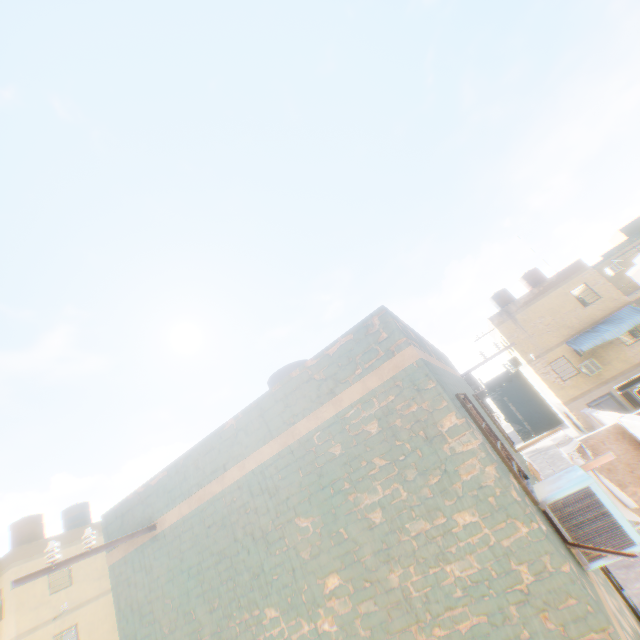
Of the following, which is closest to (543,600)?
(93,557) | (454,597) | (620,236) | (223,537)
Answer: (454,597)
